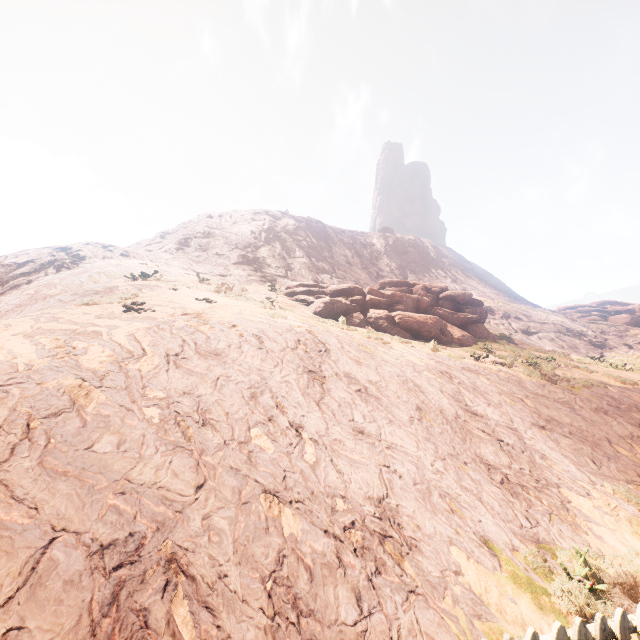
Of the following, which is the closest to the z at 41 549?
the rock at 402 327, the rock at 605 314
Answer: the rock at 402 327

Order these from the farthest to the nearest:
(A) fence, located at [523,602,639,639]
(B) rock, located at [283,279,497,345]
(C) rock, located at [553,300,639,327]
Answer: (C) rock, located at [553,300,639,327]
(B) rock, located at [283,279,497,345]
(A) fence, located at [523,602,639,639]

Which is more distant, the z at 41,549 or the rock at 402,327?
the rock at 402,327

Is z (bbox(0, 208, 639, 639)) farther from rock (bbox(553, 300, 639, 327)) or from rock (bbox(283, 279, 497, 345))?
rock (bbox(553, 300, 639, 327))

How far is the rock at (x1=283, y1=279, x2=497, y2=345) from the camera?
16.7 meters

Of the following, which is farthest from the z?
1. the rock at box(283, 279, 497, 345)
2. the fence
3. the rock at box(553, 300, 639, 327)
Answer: the rock at box(553, 300, 639, 327)

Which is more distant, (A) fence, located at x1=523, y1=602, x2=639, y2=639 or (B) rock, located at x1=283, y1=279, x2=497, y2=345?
(B) rock, located at x1=283, y1=279, x2=497, y2=345

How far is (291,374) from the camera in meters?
6.9 m
